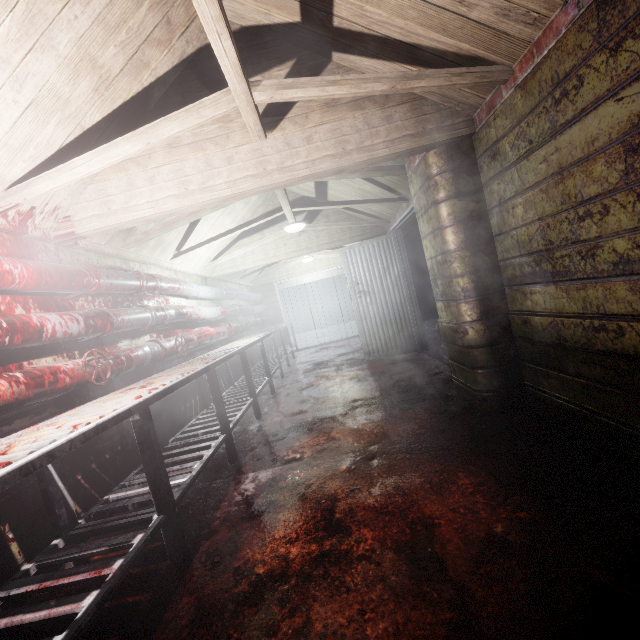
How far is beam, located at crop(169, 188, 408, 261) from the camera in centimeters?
379cm

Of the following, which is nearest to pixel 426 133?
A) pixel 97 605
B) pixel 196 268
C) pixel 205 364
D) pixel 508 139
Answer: pixel 508 139

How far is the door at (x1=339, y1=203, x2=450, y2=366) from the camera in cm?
491

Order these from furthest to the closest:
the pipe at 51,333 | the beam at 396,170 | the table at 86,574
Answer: the beam at 396,170 → the pipe at 51,333 → the table at 86,574

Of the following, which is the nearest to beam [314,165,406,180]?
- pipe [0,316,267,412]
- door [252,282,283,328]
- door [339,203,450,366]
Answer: door [339,203,450,366]

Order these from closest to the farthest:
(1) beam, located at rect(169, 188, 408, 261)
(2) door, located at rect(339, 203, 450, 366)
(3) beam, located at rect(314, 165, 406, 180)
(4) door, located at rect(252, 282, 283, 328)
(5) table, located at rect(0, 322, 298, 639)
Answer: (5) table, located at rect(0, 322, 298, 639), (3) beam, located at rect(314, 165, 406, 180), (1) beam, located at rect(169, 188, 408, 261), (2) door, located at rect(339, 203, 450, 366), (4) door, located at rect(252, 282, 283, 328)

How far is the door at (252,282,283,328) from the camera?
8.7m

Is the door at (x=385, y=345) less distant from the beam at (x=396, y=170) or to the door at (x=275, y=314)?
the beam at (x=396, y=170)
